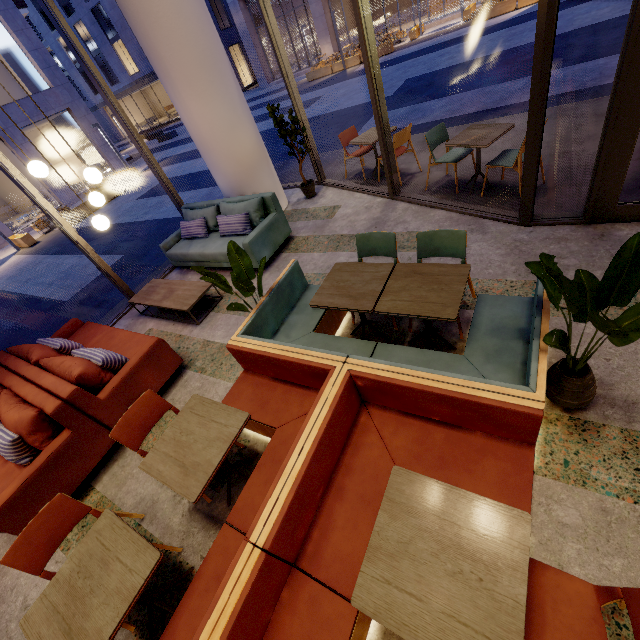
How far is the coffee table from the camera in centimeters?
475cm

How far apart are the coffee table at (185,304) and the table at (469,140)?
3.9m

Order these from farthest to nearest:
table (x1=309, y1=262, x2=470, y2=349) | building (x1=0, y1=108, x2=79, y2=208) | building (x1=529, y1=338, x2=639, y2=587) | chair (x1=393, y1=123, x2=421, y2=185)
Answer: building (x1=0, y1=108, x2=79, y2=208) → chair (x1=393, y1=123, x2=421, y2=185) → table (x1=309, y1=262, x2=470, y2=349) → building (x1=529, y1=338, x2=639, y2=587)

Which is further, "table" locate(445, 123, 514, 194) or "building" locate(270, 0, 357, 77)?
"building" locate(270, 0, 357, 77)

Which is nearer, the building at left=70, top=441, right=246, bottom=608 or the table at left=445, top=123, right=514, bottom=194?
the building at left=70, top=441, right=246, bottom=608

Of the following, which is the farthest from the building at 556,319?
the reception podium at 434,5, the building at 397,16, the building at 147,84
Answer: the building at 147,84

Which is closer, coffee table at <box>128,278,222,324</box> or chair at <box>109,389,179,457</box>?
chair at <box>109,389,179,457</box>

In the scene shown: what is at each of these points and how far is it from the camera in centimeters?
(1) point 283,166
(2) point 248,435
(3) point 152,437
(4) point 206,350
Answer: (1) building, 902cm
(2) building, 314cm
(3) building, 353cm
(4) building, 430cm
